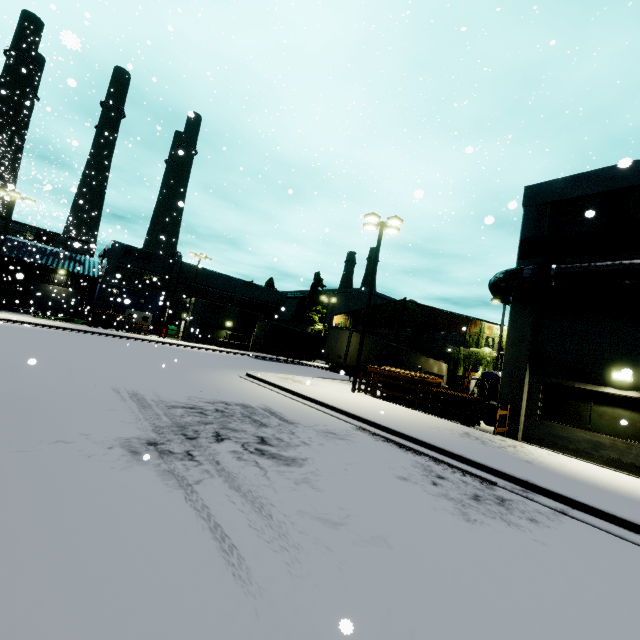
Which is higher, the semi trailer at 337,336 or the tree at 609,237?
the tree at 609,237

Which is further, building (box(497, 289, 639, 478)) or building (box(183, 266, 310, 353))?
building (box(183, 266, 310, 353))

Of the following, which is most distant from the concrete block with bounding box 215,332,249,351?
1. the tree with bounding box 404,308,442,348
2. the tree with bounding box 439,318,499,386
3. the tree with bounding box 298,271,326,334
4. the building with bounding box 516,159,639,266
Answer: the tree with bounding box 439,318,499,386

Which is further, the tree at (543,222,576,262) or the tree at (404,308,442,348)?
the tree at (404,308,442,348)

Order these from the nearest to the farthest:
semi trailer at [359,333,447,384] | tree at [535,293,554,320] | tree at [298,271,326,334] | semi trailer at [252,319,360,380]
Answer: tree at [535,293,554,320]
semi trailer at [252,319,360,380]
semi trailer at [359,333,447,384]
tree at [298,271,326,334]

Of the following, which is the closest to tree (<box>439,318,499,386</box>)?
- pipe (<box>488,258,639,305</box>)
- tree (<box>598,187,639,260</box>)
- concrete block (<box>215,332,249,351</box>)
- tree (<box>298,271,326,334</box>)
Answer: pipe (<box>488,258,639,305</box>)

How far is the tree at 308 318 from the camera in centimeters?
4922cm

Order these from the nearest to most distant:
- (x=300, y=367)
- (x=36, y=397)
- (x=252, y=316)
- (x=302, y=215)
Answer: (x=36, y=397)
(x=300, y=367)
(x=252, y=316)
(x=302, y=215)
